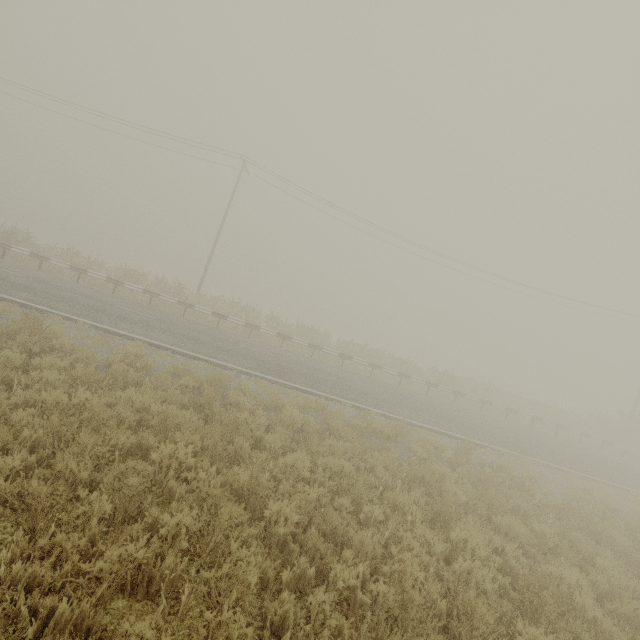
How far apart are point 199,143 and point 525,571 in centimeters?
2791cm
